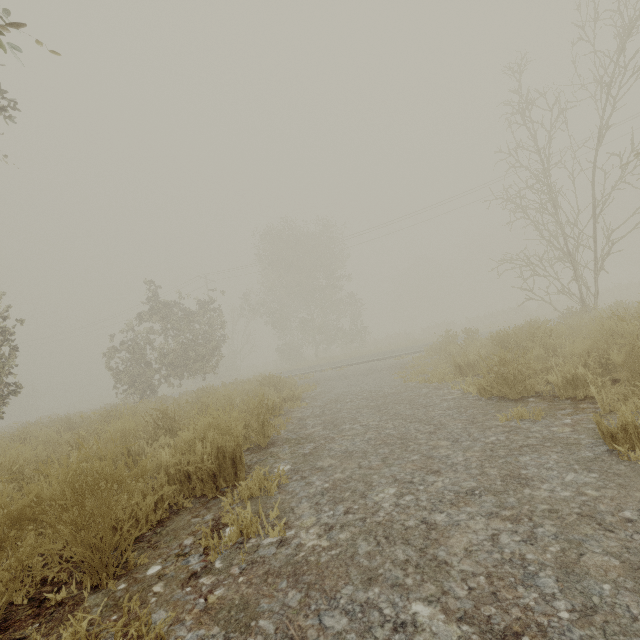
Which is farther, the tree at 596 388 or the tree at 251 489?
the tree at 596 388

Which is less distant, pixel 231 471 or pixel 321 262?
pixel 231 471

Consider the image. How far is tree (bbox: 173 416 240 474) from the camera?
2.93m

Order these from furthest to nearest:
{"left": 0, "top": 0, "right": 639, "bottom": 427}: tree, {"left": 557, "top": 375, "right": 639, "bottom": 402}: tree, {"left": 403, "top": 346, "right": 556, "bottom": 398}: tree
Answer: {"left": 0, "top": 0, "right": 639, "bottom": 427}: tree < {"left": 403, "top": 346, "right": 556, "bottom": 398}: tree < {"left": 557, "top": 375, "right": 639, "bottom": 402}: tree

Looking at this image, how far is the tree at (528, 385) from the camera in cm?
396

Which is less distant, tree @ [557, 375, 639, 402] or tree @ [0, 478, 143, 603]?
tree @ [0, 478, 143, 603]
